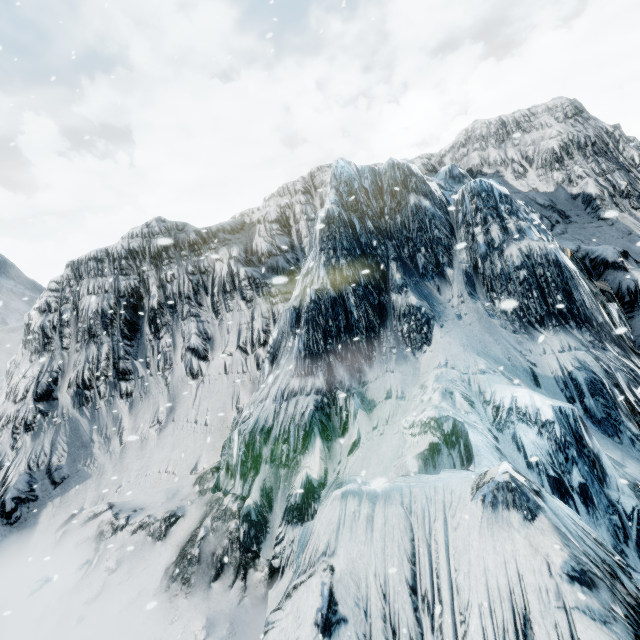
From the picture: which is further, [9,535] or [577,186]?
[577,186]
